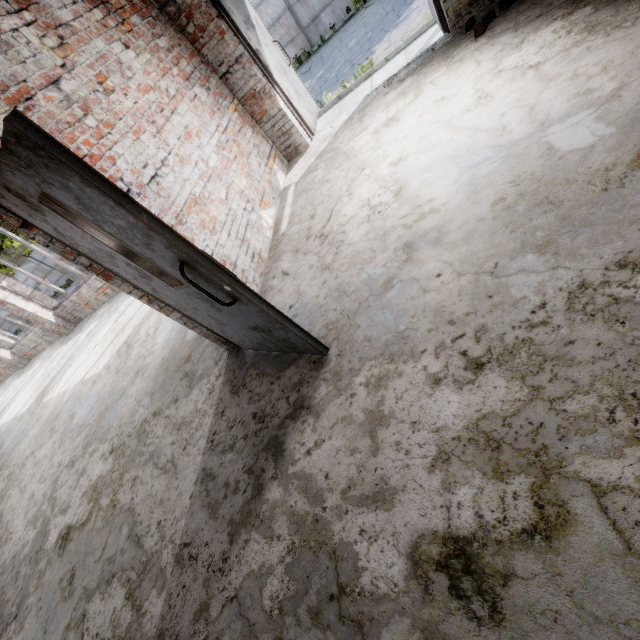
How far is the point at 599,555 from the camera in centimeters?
119cm

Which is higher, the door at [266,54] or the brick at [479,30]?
the door at [266,54]

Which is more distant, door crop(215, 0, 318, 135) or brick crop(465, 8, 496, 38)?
door crop(215, 0, 318, 135)

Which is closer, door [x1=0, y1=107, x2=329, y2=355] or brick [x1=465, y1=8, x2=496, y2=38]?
door [x1=0, y1=107, x2=329, y2=355]

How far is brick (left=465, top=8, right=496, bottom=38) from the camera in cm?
372

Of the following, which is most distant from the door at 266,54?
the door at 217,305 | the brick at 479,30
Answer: the door at 217,305

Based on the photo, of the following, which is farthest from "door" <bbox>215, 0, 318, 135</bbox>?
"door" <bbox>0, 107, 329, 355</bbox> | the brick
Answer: "door" <bbox>0, 107, 329, 355</bbox>
